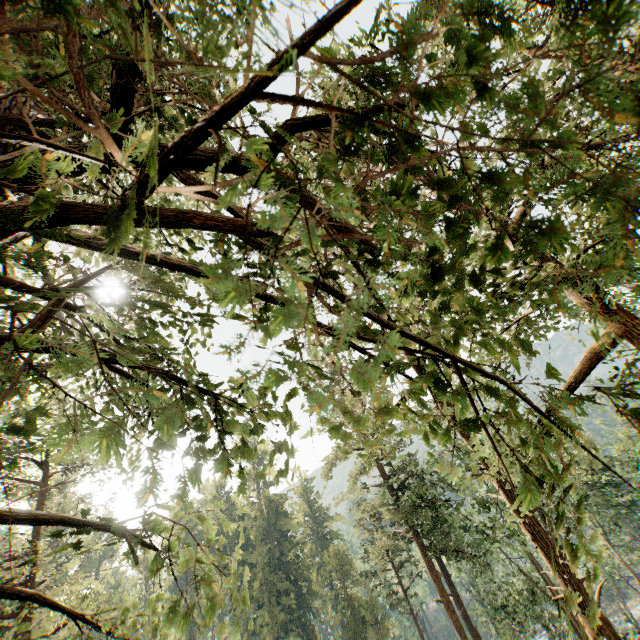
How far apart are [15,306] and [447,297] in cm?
215
